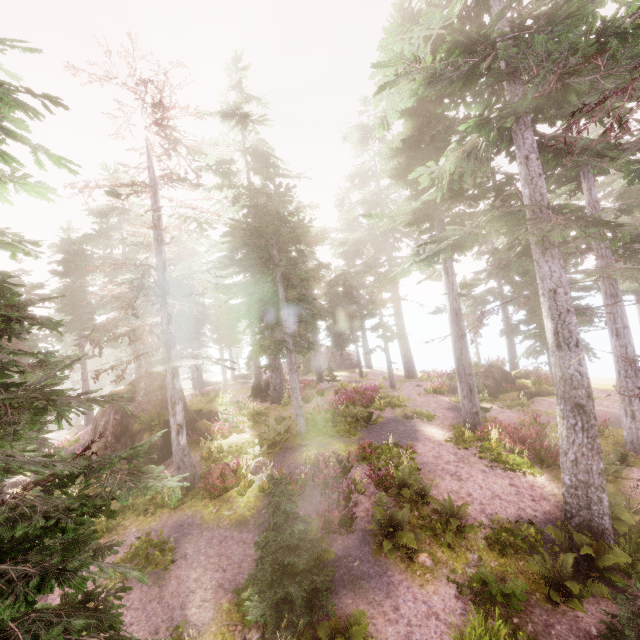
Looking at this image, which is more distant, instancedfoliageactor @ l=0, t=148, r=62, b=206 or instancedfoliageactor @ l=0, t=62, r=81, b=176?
instancedfoliageactor @ l=0, t=148, r=62, b=206

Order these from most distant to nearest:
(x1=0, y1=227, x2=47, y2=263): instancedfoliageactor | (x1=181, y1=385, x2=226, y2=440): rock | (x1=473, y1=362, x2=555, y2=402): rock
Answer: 1. (x1=473, y1=362, x2=555, y2=402): rock
2. (x1=181, y1=385, x2=226, y2=440): rock
3. (x1=0, y1=227, x2=47, y2=263): instancedfoliageactor

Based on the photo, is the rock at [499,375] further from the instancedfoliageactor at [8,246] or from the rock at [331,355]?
the rock at [331,355]

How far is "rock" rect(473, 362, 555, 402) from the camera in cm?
2173

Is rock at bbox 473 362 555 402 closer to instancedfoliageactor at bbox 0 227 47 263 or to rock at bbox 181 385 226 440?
instancedfoliageactor at bbox 0 227 47 263

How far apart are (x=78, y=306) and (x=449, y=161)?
31.4 meters

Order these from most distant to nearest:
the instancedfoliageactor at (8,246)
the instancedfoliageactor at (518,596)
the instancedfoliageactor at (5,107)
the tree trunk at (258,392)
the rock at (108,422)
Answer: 1. the tree trunk at (258,392)
2. the rock at (108,422)
3. the instancedfoliageactor at (518,596)
4. the instancedfoliageactor at (8,246)
5. the instancedfoliageactor at (5,107)

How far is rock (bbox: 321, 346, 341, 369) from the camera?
43.1 meters
